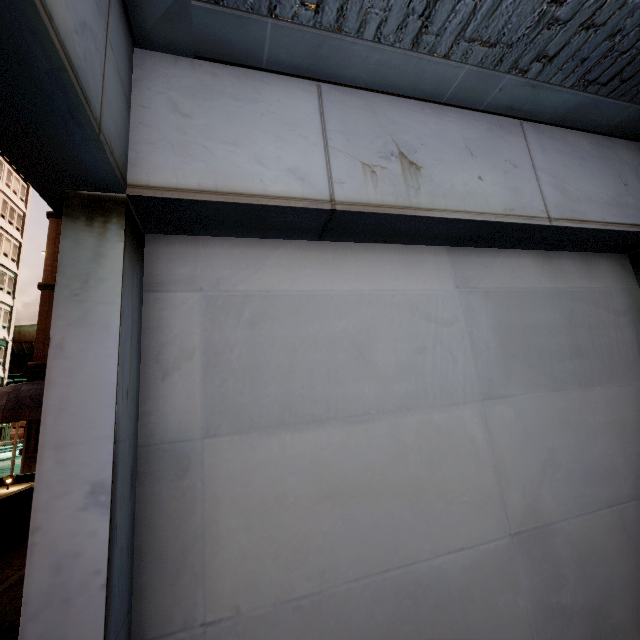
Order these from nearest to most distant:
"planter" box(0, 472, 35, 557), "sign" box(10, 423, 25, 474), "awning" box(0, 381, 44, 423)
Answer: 1. "planter" box(0, 472, 35, 557)
2. "awning" box(0, 381, 44, 423)
3. "sign" box(10, 423, 25, 474)

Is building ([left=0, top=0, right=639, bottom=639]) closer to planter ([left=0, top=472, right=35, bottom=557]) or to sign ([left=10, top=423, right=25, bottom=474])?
planter ([left=0, top=472, right=35, bottom=557])

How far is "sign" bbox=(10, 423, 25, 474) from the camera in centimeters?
1560cm

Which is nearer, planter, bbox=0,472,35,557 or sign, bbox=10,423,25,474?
planter, bbox=0,472,35,557

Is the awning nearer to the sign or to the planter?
A: the sign

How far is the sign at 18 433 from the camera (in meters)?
15.60

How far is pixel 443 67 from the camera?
1.7 meters

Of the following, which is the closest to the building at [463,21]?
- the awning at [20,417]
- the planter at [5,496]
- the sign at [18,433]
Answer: the planter at [5,496]
